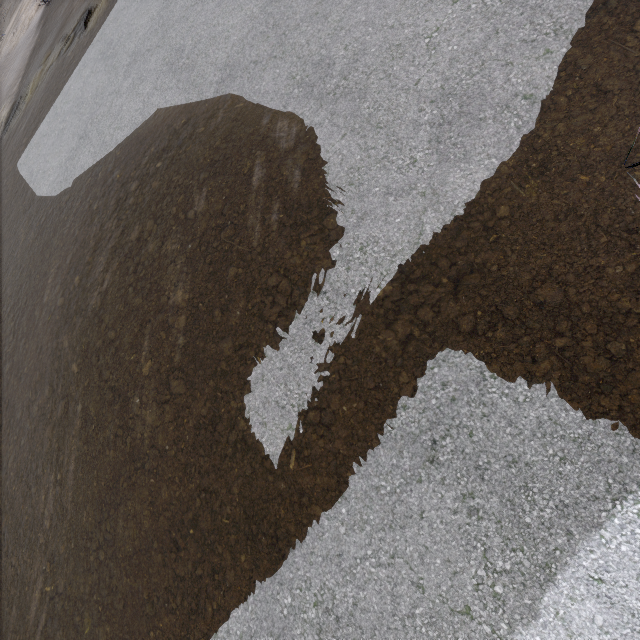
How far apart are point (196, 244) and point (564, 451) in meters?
5.0 m
